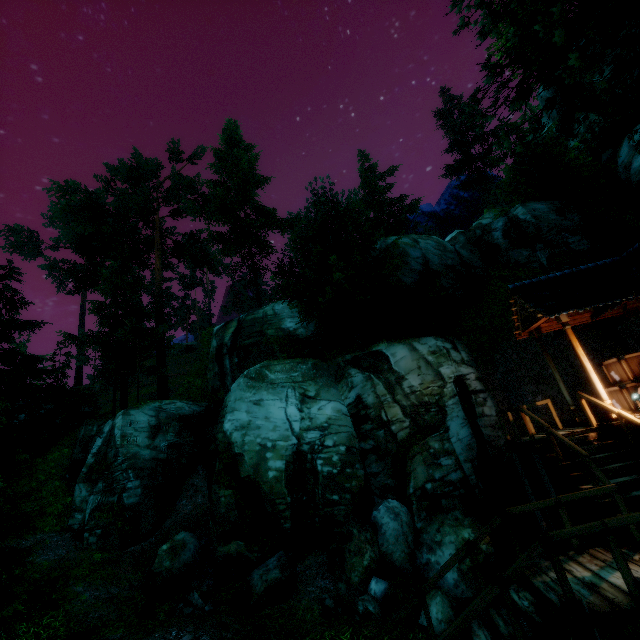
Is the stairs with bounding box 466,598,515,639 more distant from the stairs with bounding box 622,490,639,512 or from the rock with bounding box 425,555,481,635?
the rock with bounding box 425,555,481,635

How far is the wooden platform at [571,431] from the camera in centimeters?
778cm

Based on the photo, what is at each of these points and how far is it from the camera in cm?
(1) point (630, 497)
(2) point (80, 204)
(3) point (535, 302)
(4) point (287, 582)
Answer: (1) stairs, 596
(2) tree, 2530
(3) building, 965
(4) rock, 902

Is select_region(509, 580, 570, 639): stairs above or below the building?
below

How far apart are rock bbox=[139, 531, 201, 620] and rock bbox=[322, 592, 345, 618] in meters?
6.0 m

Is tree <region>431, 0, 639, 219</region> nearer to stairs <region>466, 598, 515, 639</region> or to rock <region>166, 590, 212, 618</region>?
rock <region>166, 590, 212, 618</region>

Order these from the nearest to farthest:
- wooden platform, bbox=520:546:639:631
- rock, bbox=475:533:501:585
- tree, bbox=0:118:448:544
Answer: wooden platform, bbox=520:546:639:631, rock, bbox=475:533:501:585, tree, bbox=0:118:448:544

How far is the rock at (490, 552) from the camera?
8.9m
